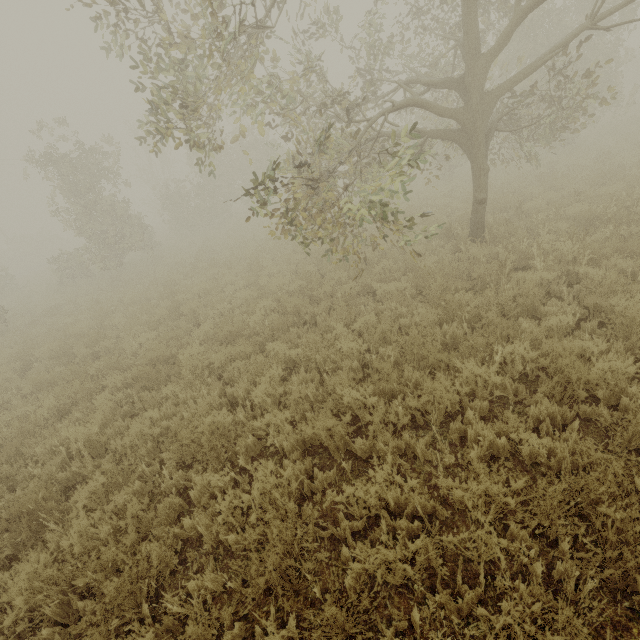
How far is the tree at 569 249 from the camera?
6.2m

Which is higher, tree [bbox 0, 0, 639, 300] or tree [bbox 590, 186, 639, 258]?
tree [bbox 0, 0, 639, 300]

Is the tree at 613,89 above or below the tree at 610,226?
above

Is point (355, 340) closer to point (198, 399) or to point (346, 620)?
point (198, 399)

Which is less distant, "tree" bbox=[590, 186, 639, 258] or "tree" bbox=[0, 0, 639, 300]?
"tree" bbox=[0, 0, 639, 300]

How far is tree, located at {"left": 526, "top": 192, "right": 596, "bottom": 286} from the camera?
6.2 meters
